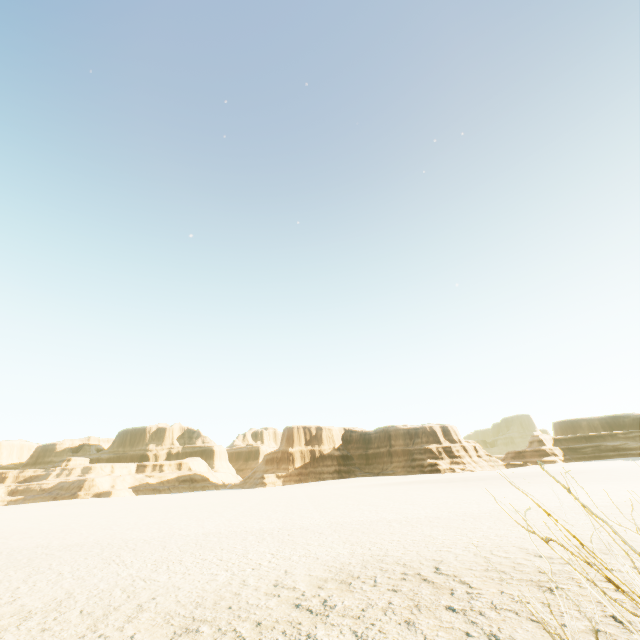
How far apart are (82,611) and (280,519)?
8.7 meters
